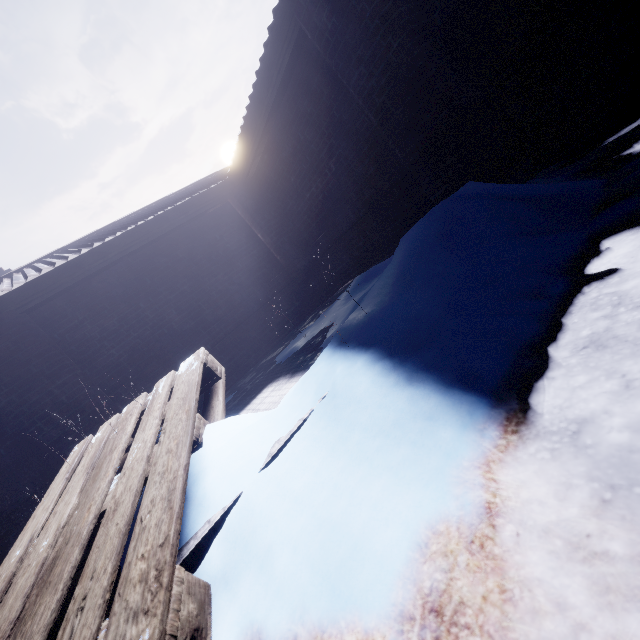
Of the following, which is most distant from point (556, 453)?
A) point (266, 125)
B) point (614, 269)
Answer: point (266, 125)
